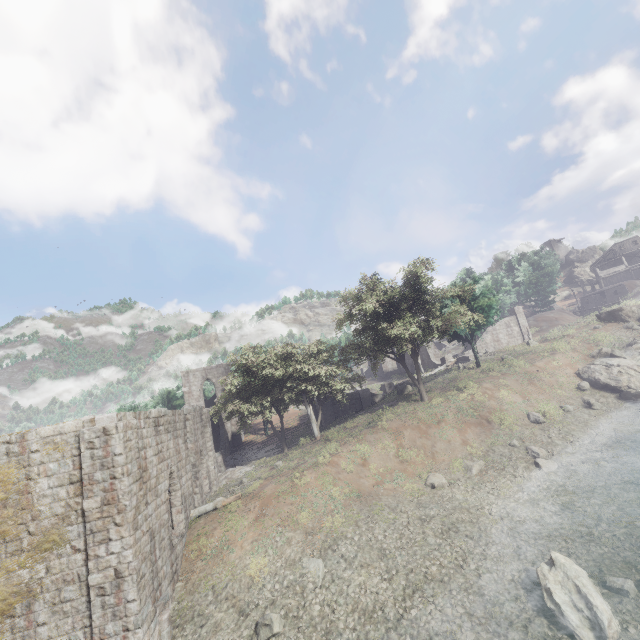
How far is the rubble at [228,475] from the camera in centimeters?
2584cm

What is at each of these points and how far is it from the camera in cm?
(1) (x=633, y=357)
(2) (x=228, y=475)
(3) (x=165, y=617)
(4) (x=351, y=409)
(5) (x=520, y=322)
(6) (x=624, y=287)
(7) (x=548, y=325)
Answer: (1) rock, 2756
(2) rubble, 2636
(3) stone arch, 1123
(4) building, 3625
(5) building, 4375
(6) shelter, 5591
(7) shelter, 4806

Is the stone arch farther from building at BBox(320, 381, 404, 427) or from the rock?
the rock

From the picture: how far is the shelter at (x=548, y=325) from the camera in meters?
46.6

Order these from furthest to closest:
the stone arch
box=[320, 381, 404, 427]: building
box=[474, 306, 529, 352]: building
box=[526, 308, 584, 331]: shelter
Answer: box=[526, 308, 584, 331]: shelter
box=[474, 306, 529, 352]: building
box=[320, 381, 404, 427]: building
the stone arch

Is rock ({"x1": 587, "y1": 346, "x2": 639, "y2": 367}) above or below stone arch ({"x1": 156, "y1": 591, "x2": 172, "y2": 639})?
above

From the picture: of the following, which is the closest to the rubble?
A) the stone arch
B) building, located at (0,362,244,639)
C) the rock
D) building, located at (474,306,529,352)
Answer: building, located at (0,362,244,639)

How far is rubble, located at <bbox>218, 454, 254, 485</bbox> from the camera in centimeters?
2584cm
